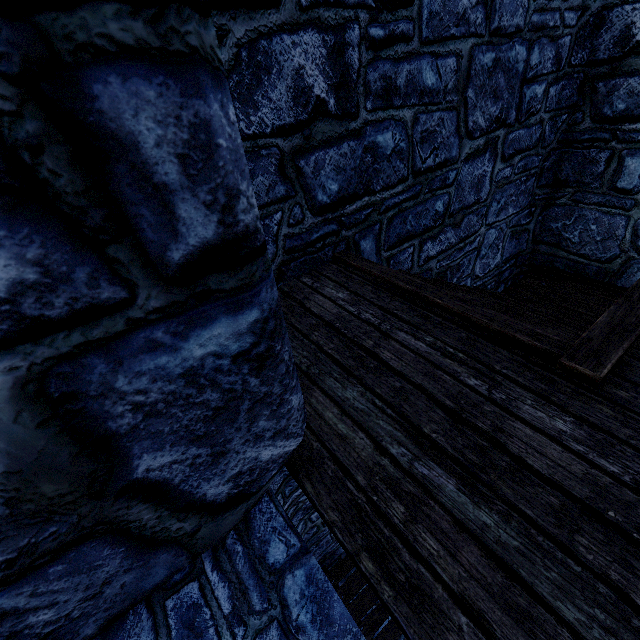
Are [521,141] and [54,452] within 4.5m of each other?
no
